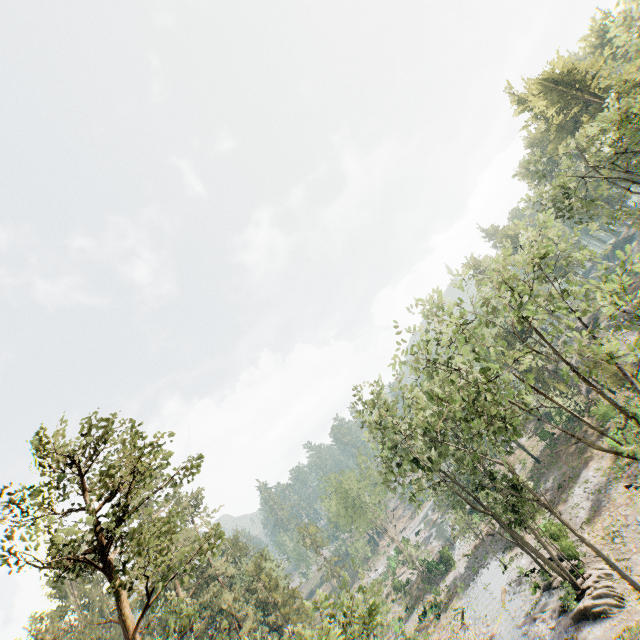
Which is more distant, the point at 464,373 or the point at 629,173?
the point at 464,373

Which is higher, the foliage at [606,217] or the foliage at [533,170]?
the foliage at [533,170]

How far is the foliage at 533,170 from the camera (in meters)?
28.89

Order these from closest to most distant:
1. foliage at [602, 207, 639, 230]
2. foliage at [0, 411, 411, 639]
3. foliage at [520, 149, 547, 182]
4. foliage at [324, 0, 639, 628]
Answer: foliage at [0, 411, 411, 639] < foliage at [324, 0, 639, 628] < foliage at [602, 207, 639, 230] < foliage at [520, 149, 547, 182]

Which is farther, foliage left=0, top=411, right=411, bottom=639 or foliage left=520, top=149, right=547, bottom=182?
foliage left=520, top=149, right=547, bottom=182

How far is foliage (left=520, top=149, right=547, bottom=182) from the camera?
28.9 meters
